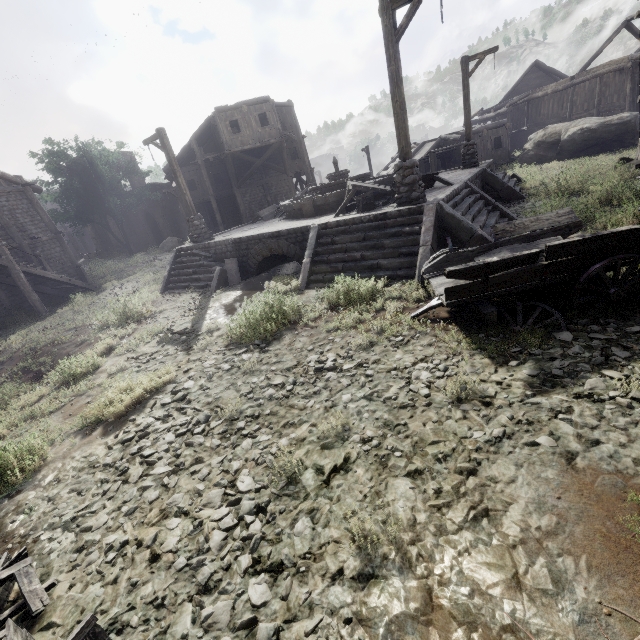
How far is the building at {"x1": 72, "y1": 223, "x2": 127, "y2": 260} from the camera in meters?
36.5

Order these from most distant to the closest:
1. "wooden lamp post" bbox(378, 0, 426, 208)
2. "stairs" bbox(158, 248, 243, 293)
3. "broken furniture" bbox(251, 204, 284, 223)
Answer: "broken furniture" bbox(251, 204, 284, 223) < "stairs" bbox(158, 248, 243, 293) < "wooden lamp post" bbox(378, 0, 426, 208)

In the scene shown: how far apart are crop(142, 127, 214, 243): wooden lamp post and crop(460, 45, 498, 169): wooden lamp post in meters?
13.0

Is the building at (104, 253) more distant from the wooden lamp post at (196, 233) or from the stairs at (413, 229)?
the stairs at (413, 229)

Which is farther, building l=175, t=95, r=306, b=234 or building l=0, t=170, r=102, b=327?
building l=175, t=95, r=306, b=234

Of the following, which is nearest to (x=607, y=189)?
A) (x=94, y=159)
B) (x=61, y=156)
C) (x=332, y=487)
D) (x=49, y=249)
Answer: (x=332, y=487)

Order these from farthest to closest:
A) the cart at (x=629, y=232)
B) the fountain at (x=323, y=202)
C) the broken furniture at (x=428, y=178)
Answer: the fountain at (x=323, y=202), the broken furniture at (x=428, y=178), the cart at (x=629, y=232)

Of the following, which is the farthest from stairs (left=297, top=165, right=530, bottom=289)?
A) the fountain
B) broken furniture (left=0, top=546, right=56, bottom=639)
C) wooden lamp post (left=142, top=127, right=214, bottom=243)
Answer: broken furniture (left=0, top=546, right=56, bottom=639)
